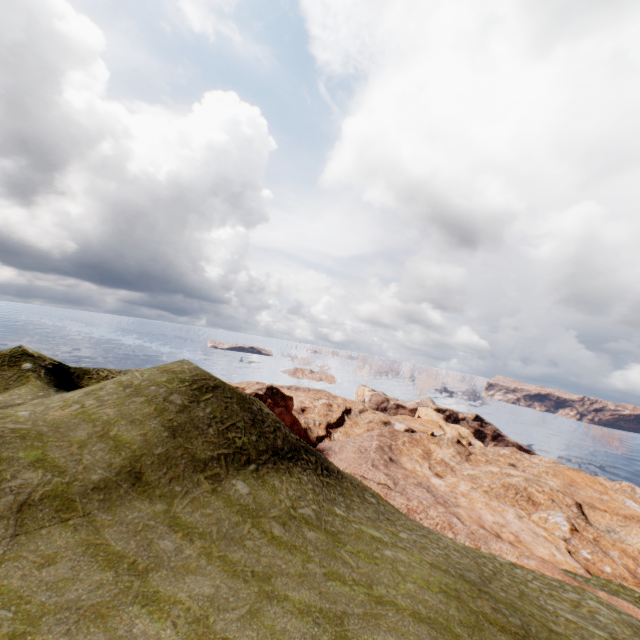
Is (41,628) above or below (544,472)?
above
